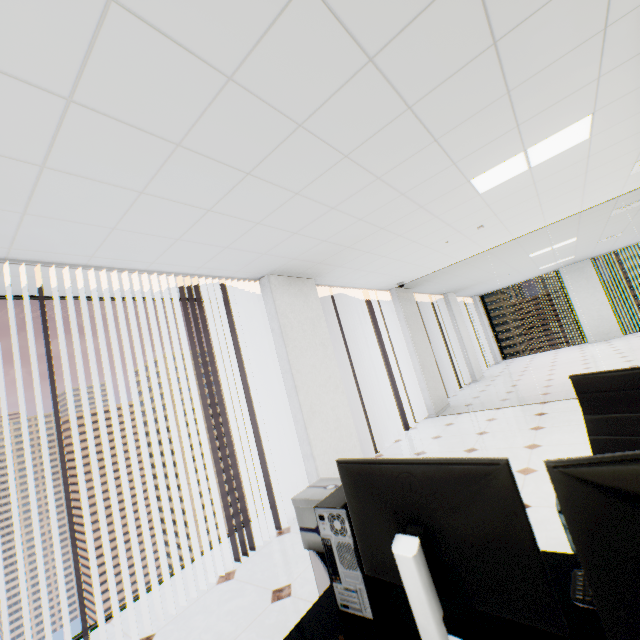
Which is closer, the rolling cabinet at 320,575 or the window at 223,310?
the rolling cabinet at 320,575

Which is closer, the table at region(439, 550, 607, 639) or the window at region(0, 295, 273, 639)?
the table at region(439, 550, 607, 639)

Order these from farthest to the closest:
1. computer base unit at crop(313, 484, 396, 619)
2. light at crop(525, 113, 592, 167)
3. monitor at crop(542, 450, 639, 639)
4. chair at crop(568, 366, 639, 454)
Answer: light at crop(525, 113, 592, 167) → chair at crop(568, 366, 639, 454) → computer base unit at crop(313, 484, 396, 619) → monitor at crop(542, 450, 639, 639)

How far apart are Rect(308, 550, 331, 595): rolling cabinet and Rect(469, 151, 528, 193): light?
3.1m

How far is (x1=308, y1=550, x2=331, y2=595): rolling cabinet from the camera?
1.60m

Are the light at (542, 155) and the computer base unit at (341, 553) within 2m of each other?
no

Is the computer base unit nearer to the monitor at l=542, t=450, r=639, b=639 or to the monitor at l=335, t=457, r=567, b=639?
the monitor at l=335, t=457, r=567, b=639

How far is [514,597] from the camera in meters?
0.7
